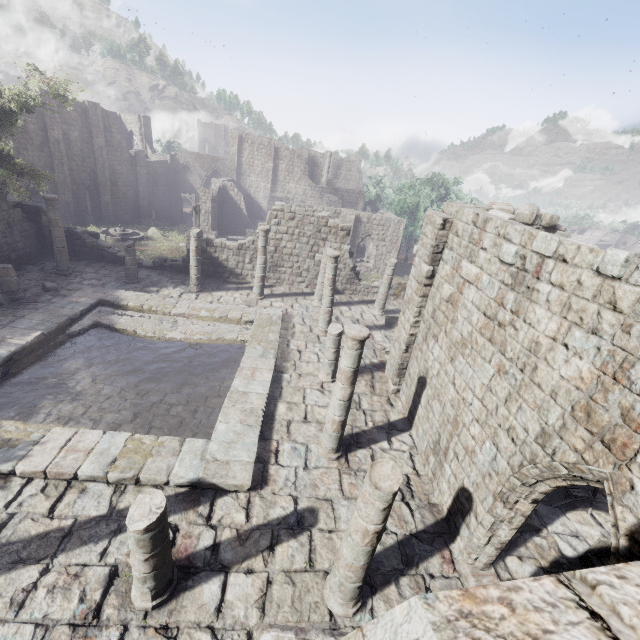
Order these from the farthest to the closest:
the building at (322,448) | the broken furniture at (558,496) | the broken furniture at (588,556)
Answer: the broken furniture at (558,496) < the broken furniture at (588,556) < the building at (322,448)

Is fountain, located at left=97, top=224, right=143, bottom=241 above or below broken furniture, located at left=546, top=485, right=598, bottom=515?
below

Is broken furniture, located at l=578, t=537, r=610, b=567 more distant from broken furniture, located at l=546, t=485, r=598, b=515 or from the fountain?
the fountain

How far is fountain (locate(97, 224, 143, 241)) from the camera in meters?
30.4 m

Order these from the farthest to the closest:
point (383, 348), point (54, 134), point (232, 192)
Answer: point (232, 192) < point (54, 134) < point (383, 348)

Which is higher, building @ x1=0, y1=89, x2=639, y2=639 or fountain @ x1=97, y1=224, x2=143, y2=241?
building @ x1=0, y1=89, x2=639, y2=639

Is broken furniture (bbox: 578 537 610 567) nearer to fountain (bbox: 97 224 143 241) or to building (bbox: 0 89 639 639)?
building (bbox: 0 89 639 639)

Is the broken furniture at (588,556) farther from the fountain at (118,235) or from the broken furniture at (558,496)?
the fountain at (118,235)
